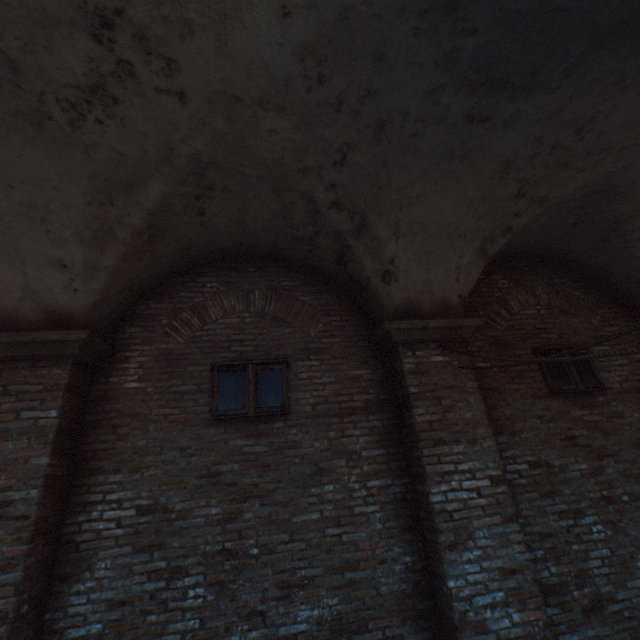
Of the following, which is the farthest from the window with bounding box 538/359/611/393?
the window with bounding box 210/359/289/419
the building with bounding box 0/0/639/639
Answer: the building with bounding box 0/0/639/639

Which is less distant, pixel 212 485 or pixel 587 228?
pixel 212 485

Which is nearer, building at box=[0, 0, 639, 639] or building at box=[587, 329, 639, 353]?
building at box=[0, 0, 639, 639]

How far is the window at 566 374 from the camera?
4.95m

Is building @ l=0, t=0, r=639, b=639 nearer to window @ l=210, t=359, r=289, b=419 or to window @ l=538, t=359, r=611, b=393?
window @ l=210, t=359, r=289, b=419

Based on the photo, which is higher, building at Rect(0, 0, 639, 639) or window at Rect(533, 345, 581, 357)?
window at Rect(533, 345, 581, 357)

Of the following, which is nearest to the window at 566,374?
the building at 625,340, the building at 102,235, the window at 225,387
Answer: the building at 625,340

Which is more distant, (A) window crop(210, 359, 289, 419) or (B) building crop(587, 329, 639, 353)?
(B) building crop(587, 329, 639, 353)
